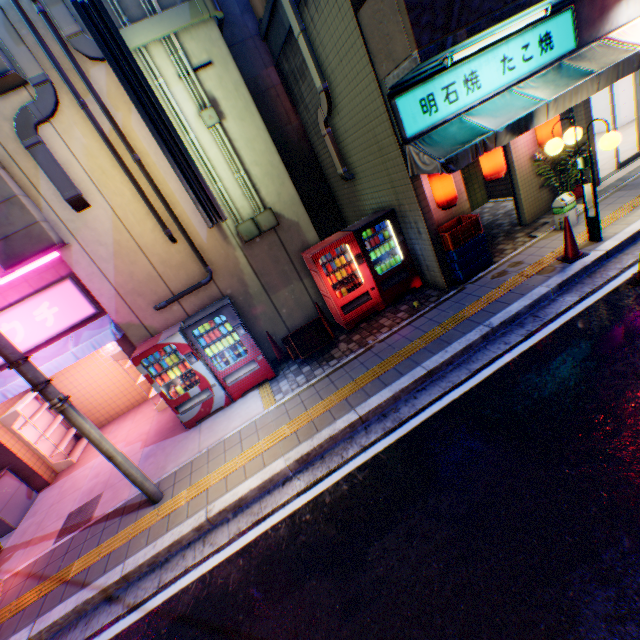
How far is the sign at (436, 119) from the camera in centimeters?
598cm

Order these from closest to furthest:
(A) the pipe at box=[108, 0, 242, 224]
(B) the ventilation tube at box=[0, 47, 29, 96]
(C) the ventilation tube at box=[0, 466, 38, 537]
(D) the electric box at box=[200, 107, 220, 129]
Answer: (B) the ventilation tube at box=[0, 47, 29, 96] → (A) the pipe at box=[108, 0, 242, 224] → (D) the electric box at box=[200, 107, 220, 129] → (C) the ventilation tube at box=[0, 466, 38, 537]

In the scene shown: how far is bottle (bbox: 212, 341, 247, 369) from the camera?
7.24m

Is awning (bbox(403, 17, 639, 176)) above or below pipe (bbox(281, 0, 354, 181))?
below

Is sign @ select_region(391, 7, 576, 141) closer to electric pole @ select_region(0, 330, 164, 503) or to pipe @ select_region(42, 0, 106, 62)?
pipe @ select_region(42, 0, 106, 62)

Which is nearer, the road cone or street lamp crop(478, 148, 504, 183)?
the road cone

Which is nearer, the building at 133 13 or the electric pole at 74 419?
the electric pole at 74 419

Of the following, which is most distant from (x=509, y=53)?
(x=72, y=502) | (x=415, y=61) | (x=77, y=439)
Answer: (x=77, y=439)
